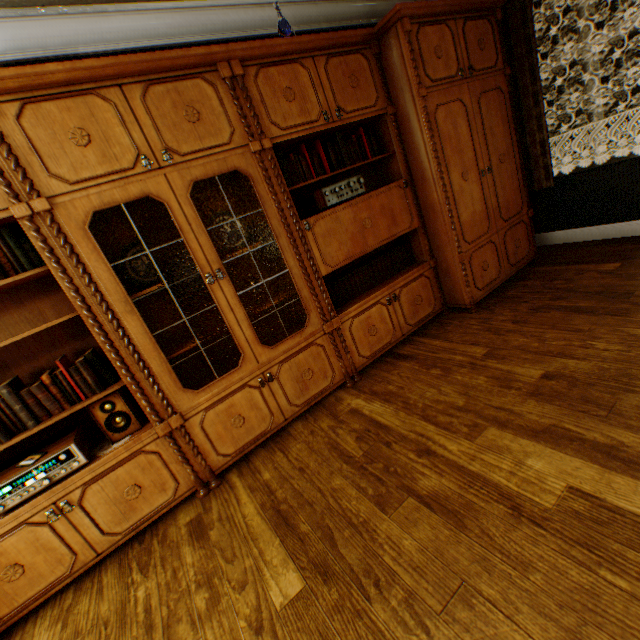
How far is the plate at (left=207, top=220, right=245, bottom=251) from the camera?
2.4m

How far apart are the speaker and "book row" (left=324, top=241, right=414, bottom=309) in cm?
165

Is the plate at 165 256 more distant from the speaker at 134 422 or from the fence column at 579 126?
the fence column at 579 126

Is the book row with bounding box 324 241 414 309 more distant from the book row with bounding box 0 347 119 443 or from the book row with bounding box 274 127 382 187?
the book row with bounding box 0 347 119 443

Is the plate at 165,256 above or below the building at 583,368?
above

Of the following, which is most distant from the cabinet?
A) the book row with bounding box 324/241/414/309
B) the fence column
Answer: the fence column

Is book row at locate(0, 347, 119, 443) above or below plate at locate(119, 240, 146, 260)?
below

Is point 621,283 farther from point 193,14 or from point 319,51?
point 193,14
